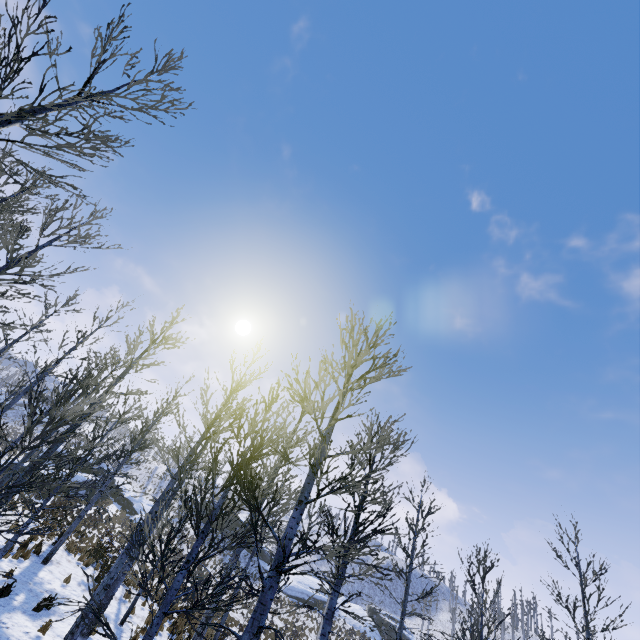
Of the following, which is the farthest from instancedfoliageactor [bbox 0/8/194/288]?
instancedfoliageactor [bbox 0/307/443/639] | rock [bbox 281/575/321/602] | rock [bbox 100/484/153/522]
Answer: rock [bbox 281/575/321/602]

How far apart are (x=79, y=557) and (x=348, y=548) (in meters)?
18.30

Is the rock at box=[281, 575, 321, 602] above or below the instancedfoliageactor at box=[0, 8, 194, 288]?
below

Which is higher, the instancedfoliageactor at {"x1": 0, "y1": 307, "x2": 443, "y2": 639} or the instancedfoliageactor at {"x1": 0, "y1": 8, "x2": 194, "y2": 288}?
the instancedfoliageactor at {"x1": 0, "y1": 8, "x2": 194, "y2": 288}

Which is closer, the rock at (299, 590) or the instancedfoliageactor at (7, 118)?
the instancedfoliageactor at (7, 118)

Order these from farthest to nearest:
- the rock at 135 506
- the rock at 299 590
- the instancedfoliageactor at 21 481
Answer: the rock at 299 590, the rock at 135 506, the instancedfoliageactor at 21 481

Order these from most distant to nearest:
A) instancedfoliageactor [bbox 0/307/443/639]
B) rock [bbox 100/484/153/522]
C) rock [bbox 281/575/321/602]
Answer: rock [bbox 281/575/321/602] → rock [bbox 100/484/153/522] → instancedfoliageactor [bbox 0/307/443/639]

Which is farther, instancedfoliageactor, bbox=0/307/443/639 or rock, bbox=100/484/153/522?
rock, bbox=100/484/153/522
